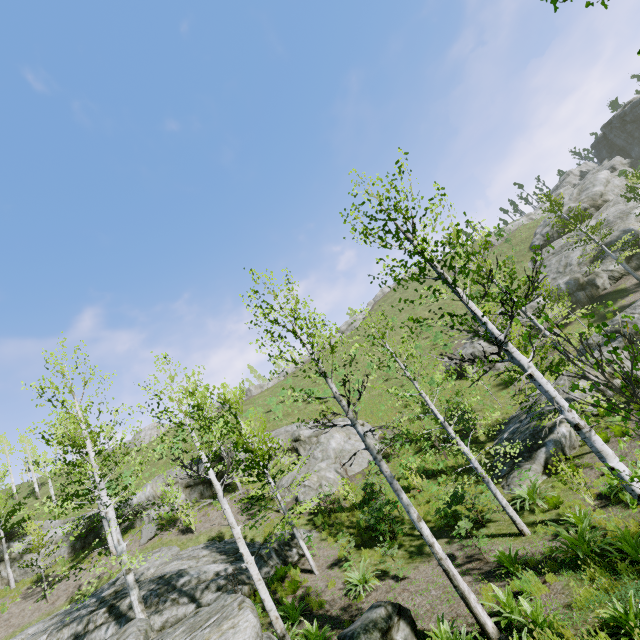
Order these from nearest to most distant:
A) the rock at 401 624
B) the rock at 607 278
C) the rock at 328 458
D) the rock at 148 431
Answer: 1. the rock at 401 624
2. the rock at 328 458
3. the rock at 607 278
4. the rock at 148 431

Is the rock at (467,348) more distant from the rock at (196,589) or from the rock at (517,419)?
the rock at (196,589)

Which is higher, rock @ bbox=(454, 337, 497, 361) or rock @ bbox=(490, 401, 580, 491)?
rock @ bbox=(454, 337, 497, 361)

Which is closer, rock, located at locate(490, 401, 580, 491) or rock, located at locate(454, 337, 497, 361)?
rock, located at locate(490, 401, 580, 491)

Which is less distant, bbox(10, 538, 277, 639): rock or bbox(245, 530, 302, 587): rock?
bbox(10, 538, 277, 639): rock

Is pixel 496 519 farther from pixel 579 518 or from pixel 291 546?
pixel 291 546

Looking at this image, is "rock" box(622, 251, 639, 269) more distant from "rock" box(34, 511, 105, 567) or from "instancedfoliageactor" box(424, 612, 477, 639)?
"rock" box(34, 511, 105, 567)

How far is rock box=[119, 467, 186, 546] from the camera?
21.7 meters
